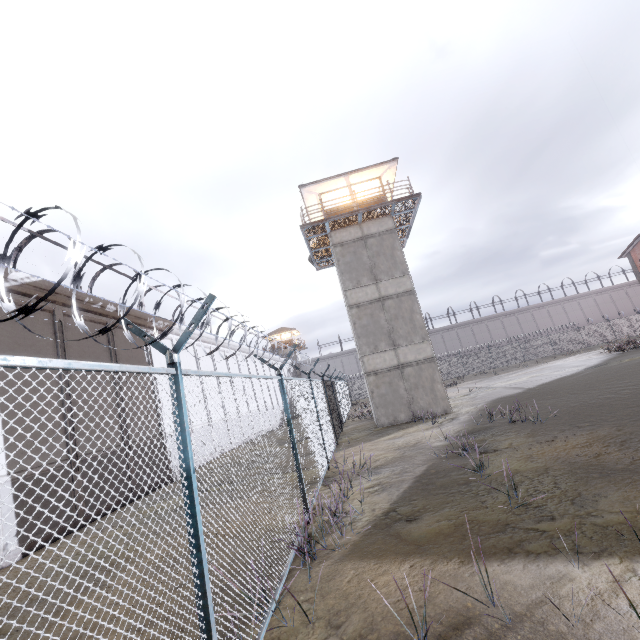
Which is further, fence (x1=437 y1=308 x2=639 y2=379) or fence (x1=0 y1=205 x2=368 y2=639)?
fence (x1=437 y1=308 x2=639 y2=379)

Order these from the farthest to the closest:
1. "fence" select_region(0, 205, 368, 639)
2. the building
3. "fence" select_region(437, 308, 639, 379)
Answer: "fence" select_region(437, 308, 639, 379) < the building < "fence" select_region(0, 205, 368, 639)

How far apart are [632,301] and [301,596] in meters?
69.4

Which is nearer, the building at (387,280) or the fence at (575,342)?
the building at (387,280)

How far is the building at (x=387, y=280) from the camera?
17.5m

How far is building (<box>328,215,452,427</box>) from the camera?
17.45m

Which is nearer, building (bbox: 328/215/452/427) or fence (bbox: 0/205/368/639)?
fence (bbox: 0/205/368/639)
